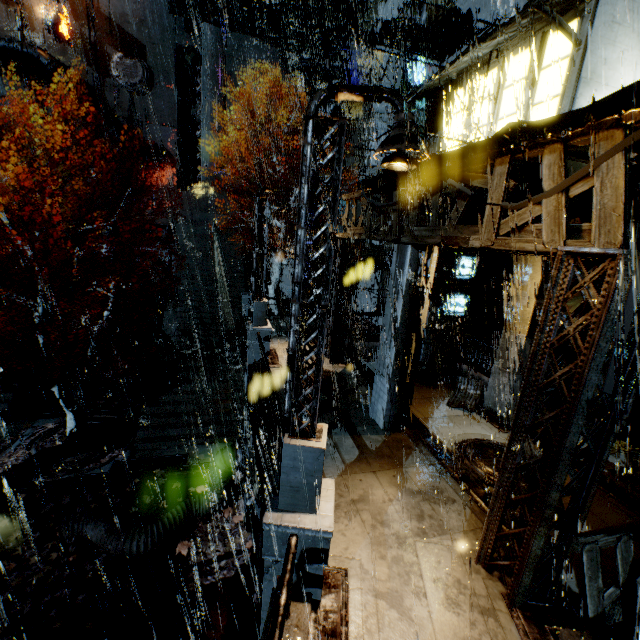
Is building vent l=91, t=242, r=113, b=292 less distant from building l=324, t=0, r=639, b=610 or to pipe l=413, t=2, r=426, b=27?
building l=324, t=0, r=639, b=610

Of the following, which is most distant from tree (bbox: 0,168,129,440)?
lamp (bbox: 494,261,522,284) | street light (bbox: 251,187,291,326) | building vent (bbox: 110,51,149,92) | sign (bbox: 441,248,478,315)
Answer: building vent (bbox: 110,51,149,92)

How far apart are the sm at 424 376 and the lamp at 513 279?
5.92m

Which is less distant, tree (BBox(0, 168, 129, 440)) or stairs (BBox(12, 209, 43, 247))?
tree (BBox(0, 168, 129, 440))

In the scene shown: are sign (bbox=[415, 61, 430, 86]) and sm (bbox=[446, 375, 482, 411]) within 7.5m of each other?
no

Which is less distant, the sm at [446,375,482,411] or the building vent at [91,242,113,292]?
the sm at [446,375,482,411]

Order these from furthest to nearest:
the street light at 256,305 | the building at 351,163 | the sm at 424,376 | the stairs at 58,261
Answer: the building at 351,163 < the stairs at 58,261 < the sm at 424,376 < the street light at 256,305

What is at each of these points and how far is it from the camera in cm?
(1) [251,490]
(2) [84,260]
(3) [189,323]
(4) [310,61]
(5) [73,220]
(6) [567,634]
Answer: (1) pipe, 948
(2) stairs, 2634
(3) stairs, 2083
(4) pipe, 2798
(5) stairs, 2542
(6) building, 489
